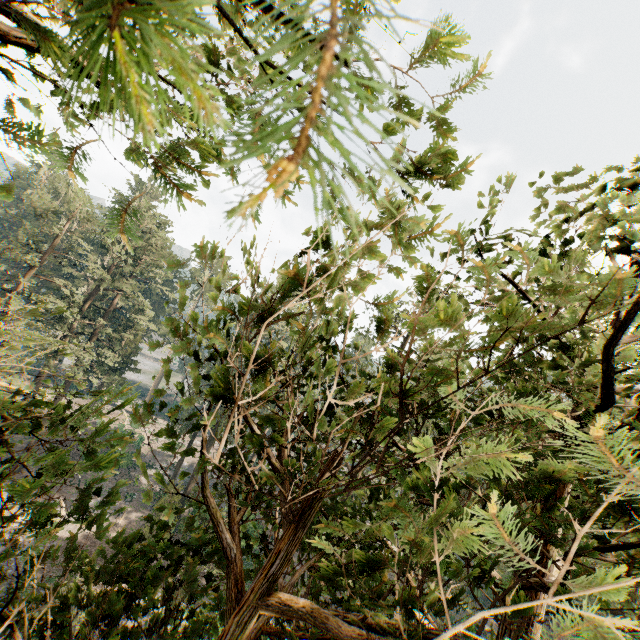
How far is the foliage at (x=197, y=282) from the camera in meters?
3.7 m

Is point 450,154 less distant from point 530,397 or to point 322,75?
point 530,397

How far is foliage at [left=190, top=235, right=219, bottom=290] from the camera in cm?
371

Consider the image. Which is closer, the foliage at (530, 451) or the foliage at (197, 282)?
the foliage at (530, 451)

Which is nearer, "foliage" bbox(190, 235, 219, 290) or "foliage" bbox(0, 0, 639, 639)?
"foliage" bbox(0, 0, 639, 639)
